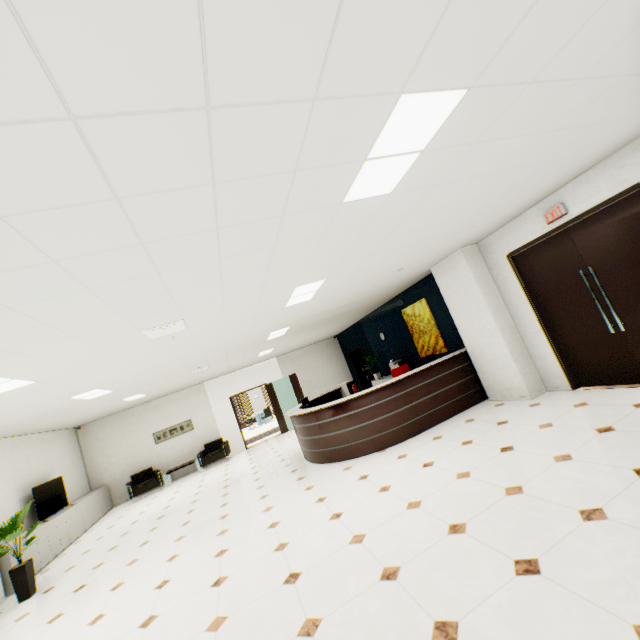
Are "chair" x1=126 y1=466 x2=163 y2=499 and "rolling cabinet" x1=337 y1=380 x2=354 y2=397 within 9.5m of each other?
yes

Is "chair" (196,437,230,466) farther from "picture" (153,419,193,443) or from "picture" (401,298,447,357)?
"picture" (401,298,447,357)

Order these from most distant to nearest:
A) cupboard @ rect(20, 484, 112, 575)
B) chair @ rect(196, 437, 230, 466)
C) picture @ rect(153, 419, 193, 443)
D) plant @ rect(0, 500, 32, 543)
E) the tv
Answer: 1. picture @ rect(153, 419, 193, 443)
2. chair @ rect(196, 437, 230, 466)
3. the tv
4. cupboard @ rect(20, 484, 112, 575)
5. plant @ rect(0, 500, 32, 543)

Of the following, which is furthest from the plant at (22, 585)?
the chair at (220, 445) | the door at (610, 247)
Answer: the door at (610, 247)

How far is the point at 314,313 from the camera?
7.04m

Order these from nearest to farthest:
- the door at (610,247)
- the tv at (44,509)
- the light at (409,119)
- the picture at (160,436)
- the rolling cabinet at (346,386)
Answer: the light at (409,119) < the door at (610,247) < the tv at (44,509) < the rolling cabinet at (346,386) < the picture at (160,436)

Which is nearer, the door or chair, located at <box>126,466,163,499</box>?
the door

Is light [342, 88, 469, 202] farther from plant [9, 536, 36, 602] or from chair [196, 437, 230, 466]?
chair [196, 437, 230, 466]
